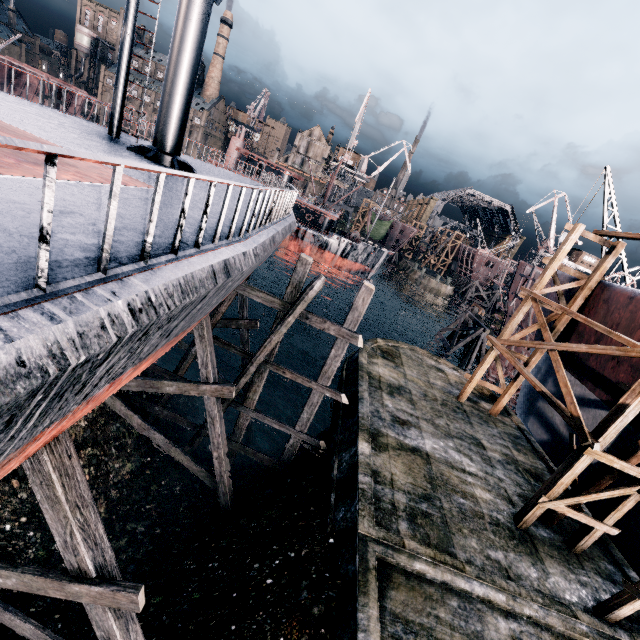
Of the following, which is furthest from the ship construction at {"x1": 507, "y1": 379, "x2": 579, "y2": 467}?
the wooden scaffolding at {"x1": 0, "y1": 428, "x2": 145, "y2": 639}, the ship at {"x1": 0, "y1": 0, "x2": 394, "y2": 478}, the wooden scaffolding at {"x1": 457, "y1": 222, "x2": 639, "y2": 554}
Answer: the wooden scaffolding at {"x1": 0, "y1": 428, "x2": 145, "y2": 639}

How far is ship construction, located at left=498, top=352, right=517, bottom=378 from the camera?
27.2m

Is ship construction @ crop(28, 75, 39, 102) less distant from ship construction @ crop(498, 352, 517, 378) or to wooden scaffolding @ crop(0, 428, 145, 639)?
ship construction @ crop(498, 352, 517, 378)

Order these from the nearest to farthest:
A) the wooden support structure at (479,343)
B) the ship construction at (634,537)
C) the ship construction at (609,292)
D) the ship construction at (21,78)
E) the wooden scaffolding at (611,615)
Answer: the wooden scaffolding at (611,615), the ship construction at (634,537), the ship construction at (609,292), the wooden support structure at (479,343), the ship construction at (21,78)

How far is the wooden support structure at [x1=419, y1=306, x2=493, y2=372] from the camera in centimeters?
3130cm

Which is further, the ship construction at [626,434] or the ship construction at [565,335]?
the ship construction at [565,335]

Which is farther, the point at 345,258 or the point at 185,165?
the point at 345,258

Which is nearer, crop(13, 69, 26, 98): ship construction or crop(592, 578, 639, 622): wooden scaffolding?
crop(592, 578, 639, 622): wooden scaffolding
